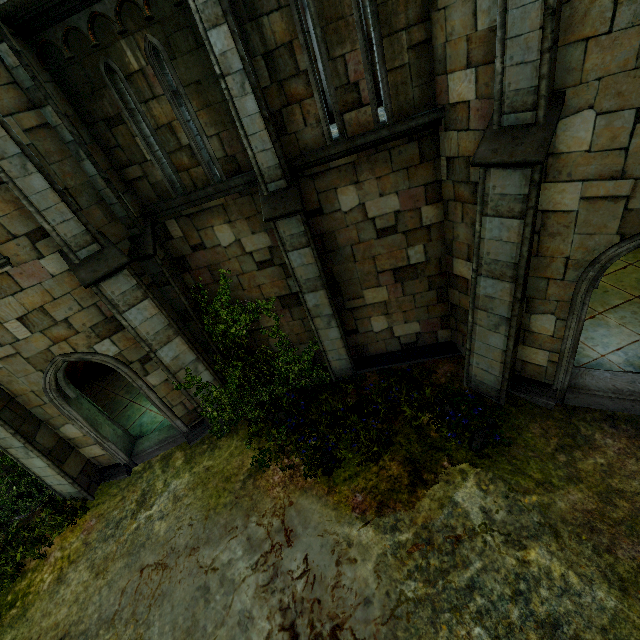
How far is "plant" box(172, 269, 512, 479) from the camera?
7.46m

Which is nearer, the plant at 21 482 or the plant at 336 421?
the plant at 336 421

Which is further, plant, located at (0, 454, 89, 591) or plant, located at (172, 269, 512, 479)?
plant, located at (0, 454, 89, 591)

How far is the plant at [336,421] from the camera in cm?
746

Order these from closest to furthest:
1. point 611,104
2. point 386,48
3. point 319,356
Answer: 1. point 611,104
2. point 386,48
3. point 319,356
